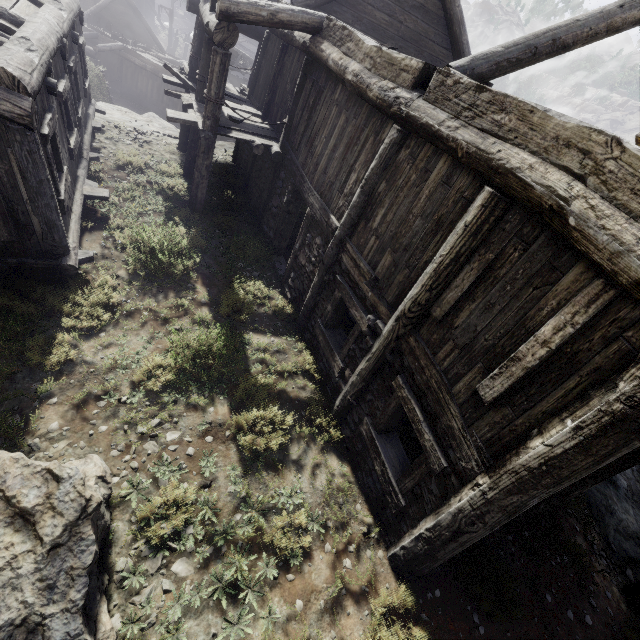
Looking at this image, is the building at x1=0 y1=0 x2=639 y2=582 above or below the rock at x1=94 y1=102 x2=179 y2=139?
above

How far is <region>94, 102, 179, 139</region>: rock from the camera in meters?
13.0

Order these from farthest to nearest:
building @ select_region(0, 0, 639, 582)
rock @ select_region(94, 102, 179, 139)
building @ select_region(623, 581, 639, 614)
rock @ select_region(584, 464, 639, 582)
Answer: rock @ select_region(94, 102, 179, 139), rock @ select_region(584, 464, 639, 582), building @ select_region(623, 581, 639, 614), building @ select_region(0, 0, 639, 582)

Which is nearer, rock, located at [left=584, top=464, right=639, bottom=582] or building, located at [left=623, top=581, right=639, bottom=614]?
building, located at [left=623, top=581, right=639, bottom=614]

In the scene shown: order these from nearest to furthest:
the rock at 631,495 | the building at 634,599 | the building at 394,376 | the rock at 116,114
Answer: the building at 394,376, the building at 634,599, the rock at 631,495, the rock at 116,114

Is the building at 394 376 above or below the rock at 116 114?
above

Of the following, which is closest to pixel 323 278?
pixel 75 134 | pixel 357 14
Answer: pixel 75 134
